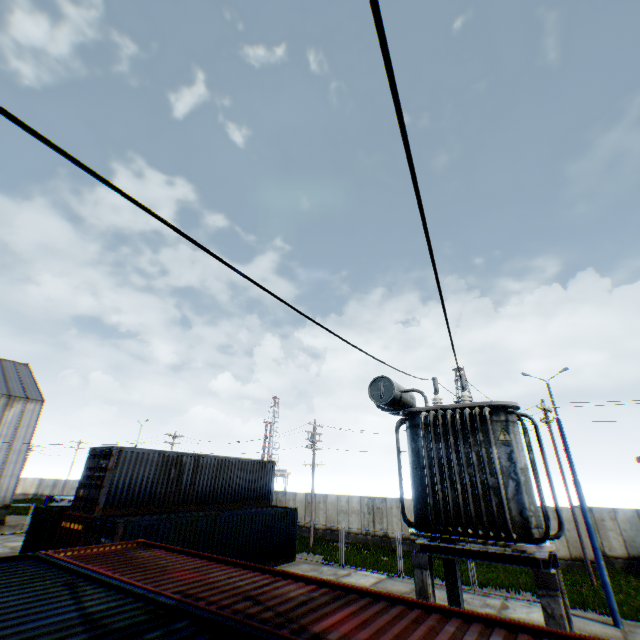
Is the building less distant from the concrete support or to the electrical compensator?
the electrical compensator

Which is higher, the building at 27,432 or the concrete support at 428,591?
the building at 27,432

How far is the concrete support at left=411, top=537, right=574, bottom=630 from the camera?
5.30m

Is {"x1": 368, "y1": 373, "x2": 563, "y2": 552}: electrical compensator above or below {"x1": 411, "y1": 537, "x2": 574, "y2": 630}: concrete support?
above

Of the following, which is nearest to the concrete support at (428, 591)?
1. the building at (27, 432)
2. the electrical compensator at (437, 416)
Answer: the electrical compensator at (437, 416)

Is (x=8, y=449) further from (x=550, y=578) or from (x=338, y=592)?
(x=550, y=578)

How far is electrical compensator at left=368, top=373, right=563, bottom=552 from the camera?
6.47m
